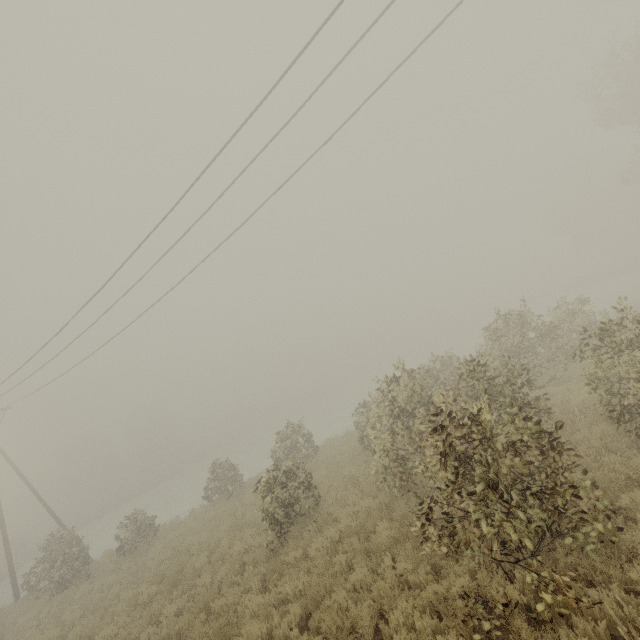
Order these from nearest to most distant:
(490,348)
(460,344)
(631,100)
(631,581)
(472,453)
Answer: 1. (631,581)
2. (472,453)
3. (490,348)
4. (631,100)
5. (460,344)
